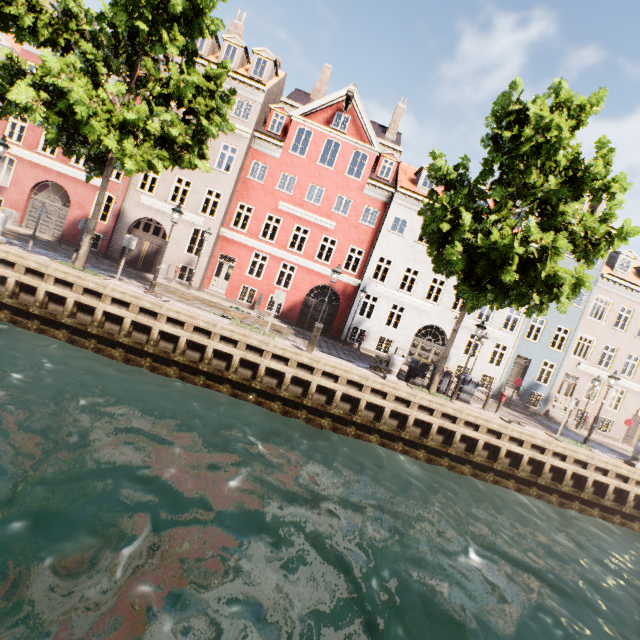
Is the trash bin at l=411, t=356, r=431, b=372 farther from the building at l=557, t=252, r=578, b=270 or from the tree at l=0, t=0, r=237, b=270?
the building at l=557, t=252, r=578, b=270

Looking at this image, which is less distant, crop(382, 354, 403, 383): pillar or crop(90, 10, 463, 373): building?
crop(382, 354, 403, 383): pillar

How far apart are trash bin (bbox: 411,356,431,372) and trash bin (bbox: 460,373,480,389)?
1.7 meters

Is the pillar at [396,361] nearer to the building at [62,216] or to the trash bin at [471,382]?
the trash bin at [471,382]

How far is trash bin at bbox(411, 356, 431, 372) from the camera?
14.8 meters

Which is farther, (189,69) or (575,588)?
(189,69)

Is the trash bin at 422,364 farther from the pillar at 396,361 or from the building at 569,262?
the building at 569,262

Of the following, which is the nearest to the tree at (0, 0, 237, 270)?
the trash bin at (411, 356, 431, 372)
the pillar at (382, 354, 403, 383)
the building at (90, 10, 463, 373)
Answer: the trash bin at (411, 356, 431, 372)
